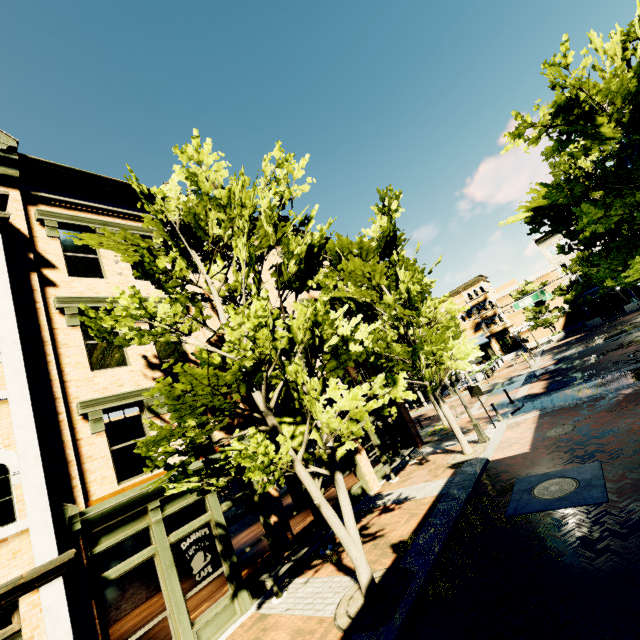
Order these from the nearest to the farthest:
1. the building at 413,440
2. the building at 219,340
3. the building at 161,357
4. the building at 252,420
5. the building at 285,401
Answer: the building at 161,357 < the building at 252,420 < the building at 219,340 < the building at 285,401 < the building at 413,440

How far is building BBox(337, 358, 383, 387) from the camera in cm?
1533

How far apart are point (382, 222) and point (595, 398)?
11.2 meters

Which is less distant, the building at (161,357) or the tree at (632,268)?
the building at (161,357)

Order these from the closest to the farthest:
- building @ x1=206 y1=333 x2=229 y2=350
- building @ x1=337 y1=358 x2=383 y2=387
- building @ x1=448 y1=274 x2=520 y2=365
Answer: building @ x1=206 y1=333 x2=229 y2=350
building @ x1=337 y1=358 x2=383 y2=387
building @ x1=448 y1=274 x2=520 y2=365

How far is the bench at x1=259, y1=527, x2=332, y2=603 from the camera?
8.2 meters

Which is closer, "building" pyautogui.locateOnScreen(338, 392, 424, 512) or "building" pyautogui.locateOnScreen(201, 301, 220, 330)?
"building" pyautogui.locateOnScreen(201, 301, 220, 330)
